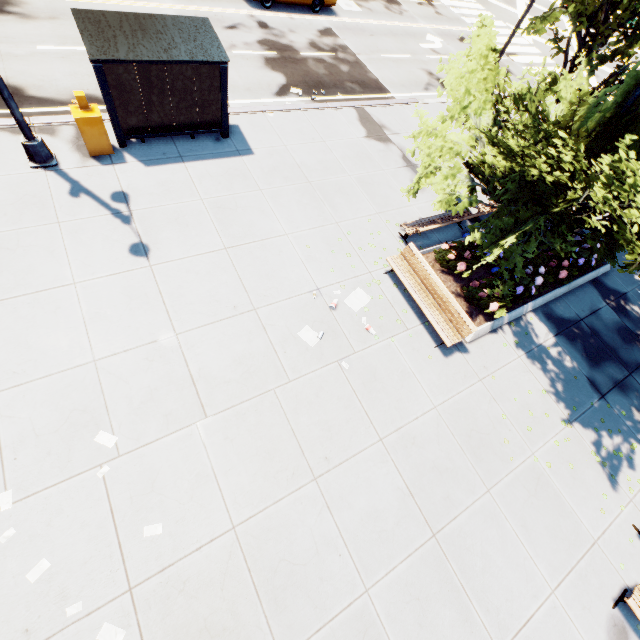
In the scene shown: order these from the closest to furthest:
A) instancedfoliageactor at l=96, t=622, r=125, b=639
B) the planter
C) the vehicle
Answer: instancedfoliageactor at l=96, t=622, r=125, b=639 → the planter → the vehicle

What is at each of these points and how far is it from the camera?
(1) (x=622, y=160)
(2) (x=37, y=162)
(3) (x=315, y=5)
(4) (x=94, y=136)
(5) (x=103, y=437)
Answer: (1) tree, 5.5 meters
(2) light, 8.3 meters
(3) vehicle, 17.6 meters
(4) box, 8.6 meters
(5) instancedfoliageactor, 5.9 meters

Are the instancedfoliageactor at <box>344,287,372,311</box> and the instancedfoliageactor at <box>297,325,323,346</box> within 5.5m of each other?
yes

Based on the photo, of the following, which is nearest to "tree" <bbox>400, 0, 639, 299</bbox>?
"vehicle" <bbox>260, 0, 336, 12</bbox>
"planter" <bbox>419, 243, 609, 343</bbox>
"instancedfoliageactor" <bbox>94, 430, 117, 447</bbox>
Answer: "planter" <bbox>419, 243, 609, 343</bbox>

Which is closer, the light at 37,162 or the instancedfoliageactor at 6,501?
the instancedfoliageactor at 6,501

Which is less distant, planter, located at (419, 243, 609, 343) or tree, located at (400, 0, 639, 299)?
tree, located at (400, 0, 639, 299)

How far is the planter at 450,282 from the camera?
9.10m

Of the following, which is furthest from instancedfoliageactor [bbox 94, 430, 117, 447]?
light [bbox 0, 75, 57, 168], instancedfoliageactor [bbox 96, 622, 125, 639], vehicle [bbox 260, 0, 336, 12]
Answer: vehicle [bbox 260, 0, 336, 12]
